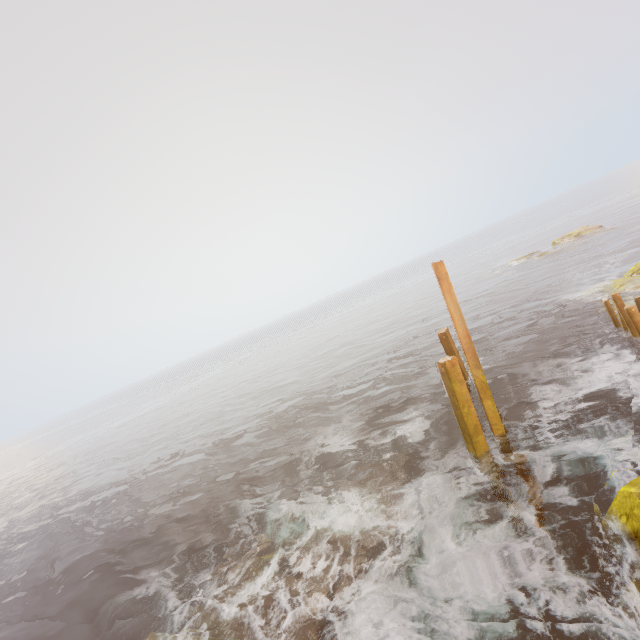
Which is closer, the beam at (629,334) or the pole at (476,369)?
the pole at (476,369)

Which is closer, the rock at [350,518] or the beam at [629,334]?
the rock at [350,518]

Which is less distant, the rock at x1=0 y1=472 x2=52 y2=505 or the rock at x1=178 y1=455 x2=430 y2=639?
the rock at x1=178 y1=455 x2=430 y2=639

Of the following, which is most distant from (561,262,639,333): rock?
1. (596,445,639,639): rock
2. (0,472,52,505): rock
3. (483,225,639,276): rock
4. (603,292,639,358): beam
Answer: (0,472,52,505): rock

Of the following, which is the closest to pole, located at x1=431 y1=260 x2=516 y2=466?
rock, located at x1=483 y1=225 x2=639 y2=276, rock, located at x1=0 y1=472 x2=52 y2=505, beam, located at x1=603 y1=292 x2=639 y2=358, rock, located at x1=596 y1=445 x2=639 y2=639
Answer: rock, located at x1=596 y1=445 x2=639 y2=639

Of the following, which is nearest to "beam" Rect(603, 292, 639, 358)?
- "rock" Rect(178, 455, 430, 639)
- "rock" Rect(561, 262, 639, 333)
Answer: "rock" Rect(561, 262, 639, 333)

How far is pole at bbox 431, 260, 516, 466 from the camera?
8.7m

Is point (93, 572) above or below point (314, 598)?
below
